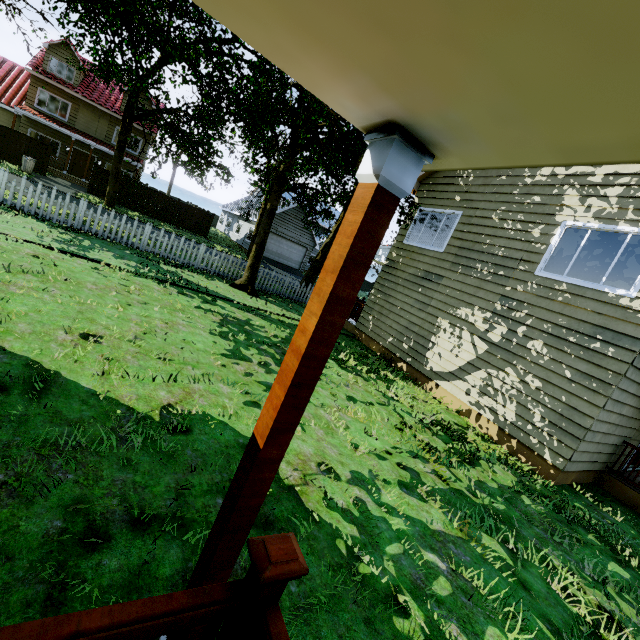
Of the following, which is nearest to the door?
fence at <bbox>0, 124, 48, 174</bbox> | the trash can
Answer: fence at <bbox>0, 124, 48, 174</bbox>

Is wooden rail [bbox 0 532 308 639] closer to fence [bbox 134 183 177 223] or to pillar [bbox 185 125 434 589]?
pillar [bbox 185 125 434 589]

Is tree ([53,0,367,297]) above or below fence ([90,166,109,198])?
above

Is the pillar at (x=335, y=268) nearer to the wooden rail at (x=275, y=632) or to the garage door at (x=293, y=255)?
the wooden rail at (x=275, y=632)

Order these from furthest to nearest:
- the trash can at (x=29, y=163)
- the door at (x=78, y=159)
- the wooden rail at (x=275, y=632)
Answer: the door at (x=78, y=159), the trash can at (x=29, y=163), the wooden rail at (x=275, y=632)

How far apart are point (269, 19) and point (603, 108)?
0.83m

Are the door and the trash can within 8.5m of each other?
yes

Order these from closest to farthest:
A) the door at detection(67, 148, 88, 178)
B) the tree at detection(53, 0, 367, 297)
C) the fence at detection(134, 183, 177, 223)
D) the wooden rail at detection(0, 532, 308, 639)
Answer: the wooden rail at detection(0, 532, 308, 639)
the tree at detection(53, 0, 367, 297)
the fence at detection(134, 183, 177, 223)
the door at detection(67, 148, 88, 178)
